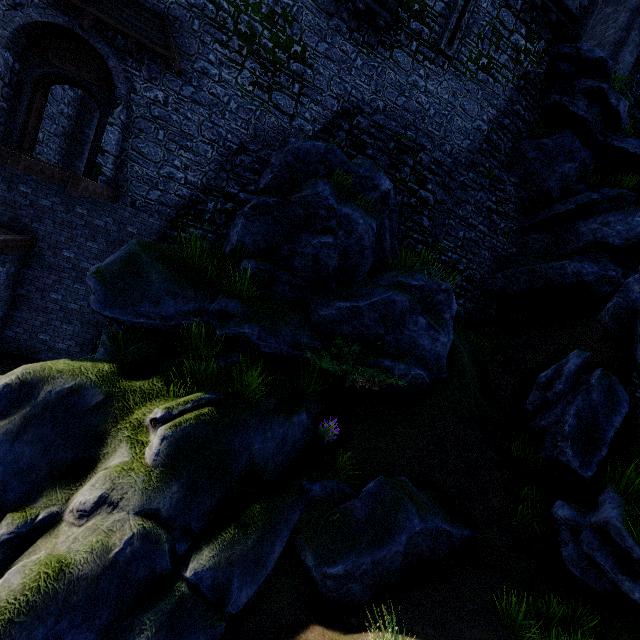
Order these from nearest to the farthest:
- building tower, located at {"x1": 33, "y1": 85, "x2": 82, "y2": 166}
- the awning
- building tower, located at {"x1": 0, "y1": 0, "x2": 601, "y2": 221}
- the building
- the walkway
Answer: the walkway, the awning, building tower, located at {"x1": 0, "y1": 0, "x2": 601, "y2": 221}, building tower, located at {"x1": 33, "y1": 85, "x2": 82, "y2": 166}, the building

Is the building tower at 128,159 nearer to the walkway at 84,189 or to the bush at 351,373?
the walkway at 84,189

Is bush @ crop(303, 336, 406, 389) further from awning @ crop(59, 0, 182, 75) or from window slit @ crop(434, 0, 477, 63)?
window slit @ crop(434, 0, 477, 63)

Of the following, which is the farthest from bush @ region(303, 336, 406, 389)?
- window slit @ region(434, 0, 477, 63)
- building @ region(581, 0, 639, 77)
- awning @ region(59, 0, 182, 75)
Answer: building @ region(581, 0, 639, 77)

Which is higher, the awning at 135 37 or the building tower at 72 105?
the awning at 135 37

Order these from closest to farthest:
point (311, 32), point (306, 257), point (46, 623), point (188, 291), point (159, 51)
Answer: point (46, 623) → point (188, 291) → point (306, 257) → point (159, 51) → point (311, 32)

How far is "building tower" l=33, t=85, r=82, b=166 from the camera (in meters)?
12.22

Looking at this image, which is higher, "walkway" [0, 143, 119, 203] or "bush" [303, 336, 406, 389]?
"walkway" [0, 143, 119, 203]
